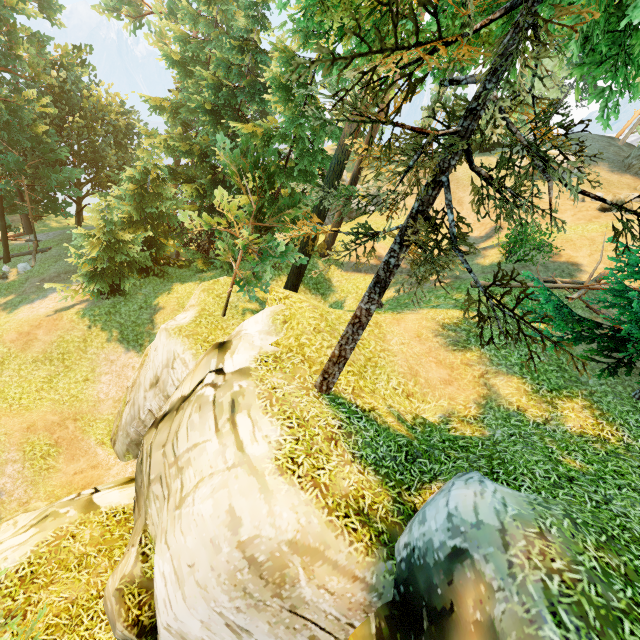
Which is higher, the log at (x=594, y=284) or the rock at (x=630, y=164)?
the rock at (x=630, y=164)

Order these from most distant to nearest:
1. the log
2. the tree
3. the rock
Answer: the rock, the log, the tree

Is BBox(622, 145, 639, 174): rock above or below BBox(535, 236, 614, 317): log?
above

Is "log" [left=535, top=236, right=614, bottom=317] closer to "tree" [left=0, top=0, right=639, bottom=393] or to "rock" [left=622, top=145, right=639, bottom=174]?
"tree" [left=0, top=0, right=639, bottom=393]

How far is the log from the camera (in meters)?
12.69

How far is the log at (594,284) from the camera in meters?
12.7 m

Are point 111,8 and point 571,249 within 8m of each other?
no
